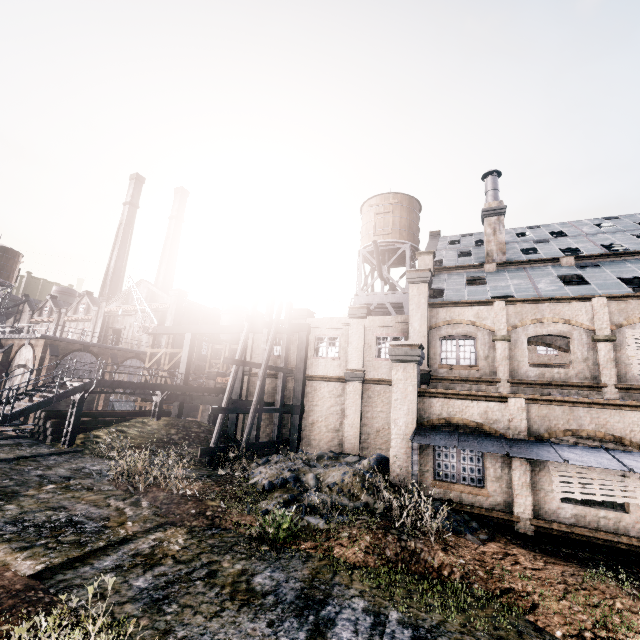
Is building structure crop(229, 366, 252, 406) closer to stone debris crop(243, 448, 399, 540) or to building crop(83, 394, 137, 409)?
stone debris crop(243, 448, 399, 540)

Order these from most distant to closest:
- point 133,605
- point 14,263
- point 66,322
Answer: point 14,263 → point 66,322 → point 133,605

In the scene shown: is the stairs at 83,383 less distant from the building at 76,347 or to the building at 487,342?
the building at 487,342

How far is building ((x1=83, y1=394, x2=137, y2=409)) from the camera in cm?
3462

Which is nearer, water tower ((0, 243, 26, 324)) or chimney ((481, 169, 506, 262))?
chimney ((481, 169, 506, 262))

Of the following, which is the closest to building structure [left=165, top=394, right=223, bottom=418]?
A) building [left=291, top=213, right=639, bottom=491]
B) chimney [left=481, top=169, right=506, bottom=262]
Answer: building [left=291, top=213, right=639, bottom=491]

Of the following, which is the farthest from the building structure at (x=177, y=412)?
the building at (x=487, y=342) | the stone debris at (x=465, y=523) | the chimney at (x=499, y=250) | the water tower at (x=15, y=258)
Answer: the water tower at (x=15, y=258)

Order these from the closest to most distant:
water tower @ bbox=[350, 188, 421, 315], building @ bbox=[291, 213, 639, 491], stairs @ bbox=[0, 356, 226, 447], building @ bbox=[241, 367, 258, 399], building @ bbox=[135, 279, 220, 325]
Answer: building @ bbox=[291, 213, 639, 491] < stairs @ bbox=[0, 356, 226, 447] < building @ bbox=[241, 367, 258, 399] < water tower @ bbox=[350, 188, 421, 315] < building @ bbox=[135, 279, 220, 325]
